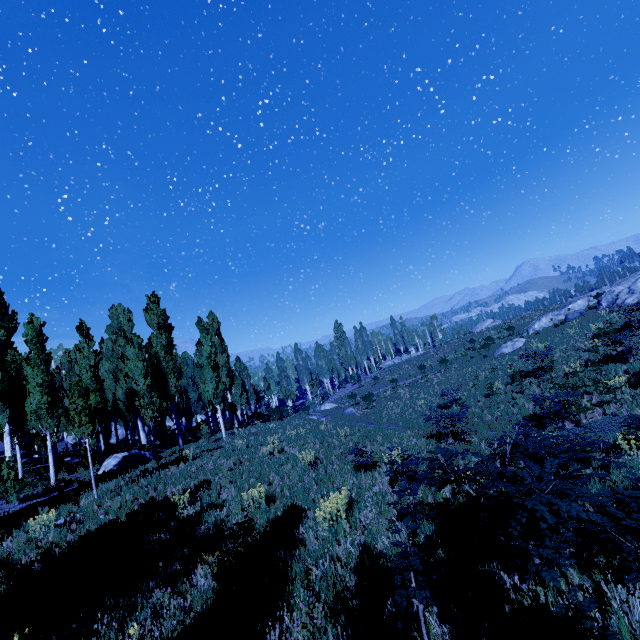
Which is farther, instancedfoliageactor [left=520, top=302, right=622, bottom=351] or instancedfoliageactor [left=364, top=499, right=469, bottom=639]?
instancedfoliageactor [left=520, top=302, right=622, bottom=351]

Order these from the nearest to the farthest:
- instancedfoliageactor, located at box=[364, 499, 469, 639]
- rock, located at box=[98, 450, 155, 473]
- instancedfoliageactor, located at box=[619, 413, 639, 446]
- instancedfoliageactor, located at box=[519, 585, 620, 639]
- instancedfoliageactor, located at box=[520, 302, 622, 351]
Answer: instancedfoliageactor, located at box=[519, 585, 620, 639] < instancedfoliageactor, located at box=[364, 499, 469, 639] < instancedfoliageactor, located at box=[619, 413, 639, 446] < rock, located at box=[98, 450, 155, 473] < instancedfoliageactor, located at box=[520, 302, 622, 351]

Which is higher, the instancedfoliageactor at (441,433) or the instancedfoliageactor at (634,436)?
the instancedfoliageactor at (441,433)

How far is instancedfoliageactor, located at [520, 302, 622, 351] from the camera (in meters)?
25.47

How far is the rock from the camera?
16.5 meters

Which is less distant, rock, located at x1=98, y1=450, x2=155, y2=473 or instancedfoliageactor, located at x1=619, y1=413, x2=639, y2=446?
instancedfoliageactor, located at x1=619, y1=413, x2=639, y2=446

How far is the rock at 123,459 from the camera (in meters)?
16.50

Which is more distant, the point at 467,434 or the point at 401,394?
the point at 401,394
